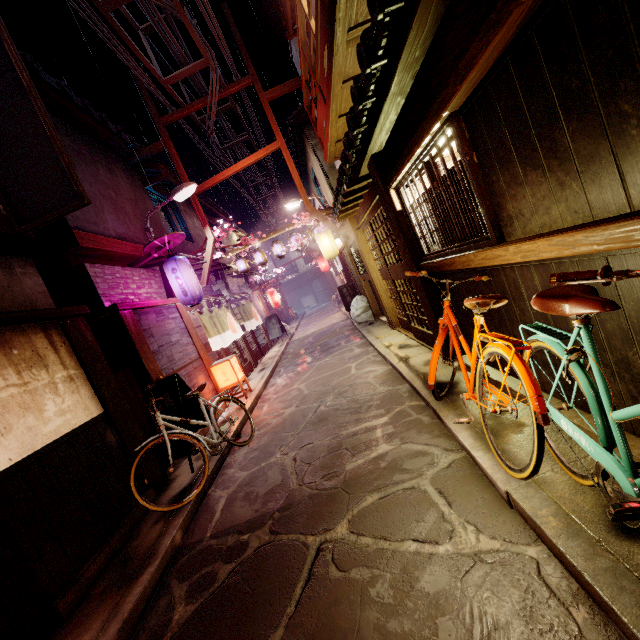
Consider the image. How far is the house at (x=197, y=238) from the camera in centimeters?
1900cm

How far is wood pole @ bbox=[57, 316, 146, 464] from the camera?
8.1 meters

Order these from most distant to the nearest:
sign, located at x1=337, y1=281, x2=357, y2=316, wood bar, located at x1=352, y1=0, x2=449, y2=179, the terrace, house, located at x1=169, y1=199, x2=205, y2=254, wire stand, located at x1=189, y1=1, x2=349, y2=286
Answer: sign, located at x1=337, y1=281, x2=357, y2=316, house, located at x1=169, y1=199, x2=205, y2=254, wire stand, located at x1=189, y1=1, x2=349, y2=286, the terrace, wood bar, located at x1=352, y1=0, x2=449, y2=179

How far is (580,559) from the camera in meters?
3.1

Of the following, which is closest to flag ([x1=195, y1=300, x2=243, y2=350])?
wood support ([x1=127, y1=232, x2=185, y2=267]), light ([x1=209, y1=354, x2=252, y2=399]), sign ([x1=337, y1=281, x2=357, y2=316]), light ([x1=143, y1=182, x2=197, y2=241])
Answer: light ([x1=209, y1=354, x2=252, y2=399])

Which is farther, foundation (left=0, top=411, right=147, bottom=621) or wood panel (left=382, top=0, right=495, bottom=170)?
foundation (left=0, top=411, right=147, bottom=621)

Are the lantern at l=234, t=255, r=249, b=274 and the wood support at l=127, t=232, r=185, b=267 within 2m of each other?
no

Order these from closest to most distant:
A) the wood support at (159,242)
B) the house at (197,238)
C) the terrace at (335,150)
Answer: the terrace at (335,150)
the wood support at (159,242)
the house at (197,238)
